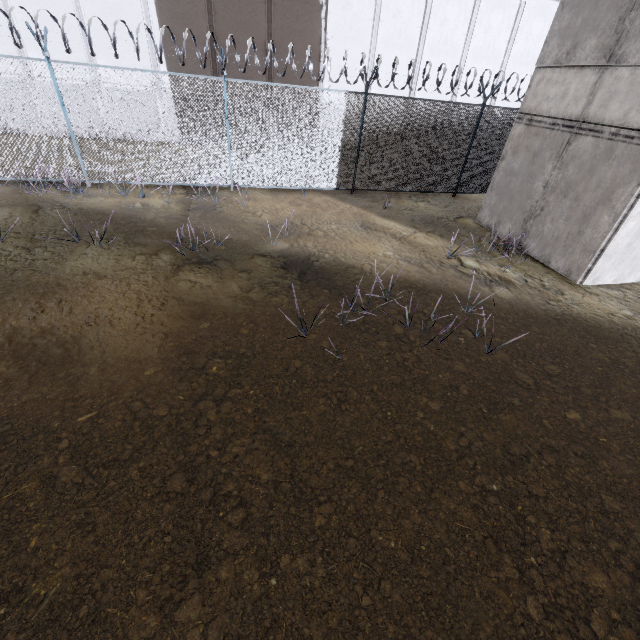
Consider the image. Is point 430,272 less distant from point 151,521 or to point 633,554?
point 633,554

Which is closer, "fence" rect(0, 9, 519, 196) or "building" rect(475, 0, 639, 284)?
"building" rect(475, 0, 639, 284)

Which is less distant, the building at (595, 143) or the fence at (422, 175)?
the building at (595, 143)
